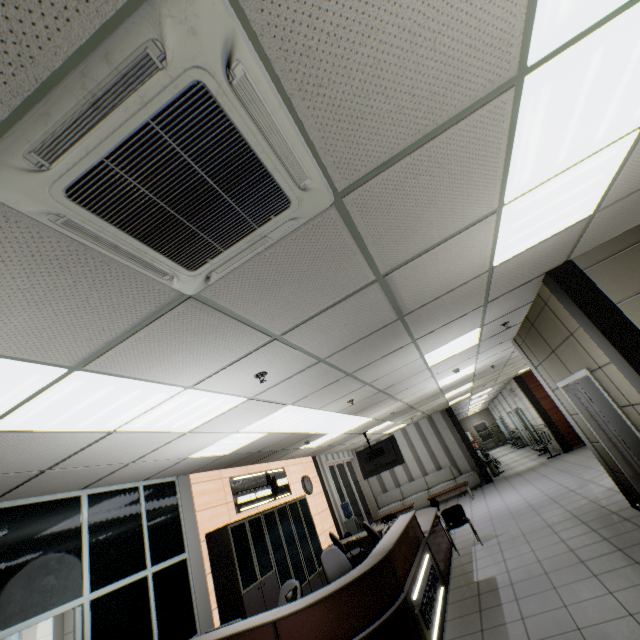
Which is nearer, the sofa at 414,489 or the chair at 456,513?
the chair at 456,513

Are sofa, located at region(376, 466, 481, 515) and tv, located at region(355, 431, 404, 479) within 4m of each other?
no

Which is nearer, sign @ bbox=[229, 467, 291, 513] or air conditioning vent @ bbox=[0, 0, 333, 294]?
air conditioning vent @ bbox=[0, 0, 333, 294]

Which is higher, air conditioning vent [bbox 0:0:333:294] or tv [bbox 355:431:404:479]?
air conditioning vent [bbox 0:0:333:294]

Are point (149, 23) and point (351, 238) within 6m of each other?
yes

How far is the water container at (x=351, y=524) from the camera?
10.6 meters

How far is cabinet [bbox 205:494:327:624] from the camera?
5.4 meters

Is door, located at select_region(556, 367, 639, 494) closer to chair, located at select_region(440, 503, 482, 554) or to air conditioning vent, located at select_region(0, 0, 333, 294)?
chair, located at select_region(440, 503, 482, 554)
